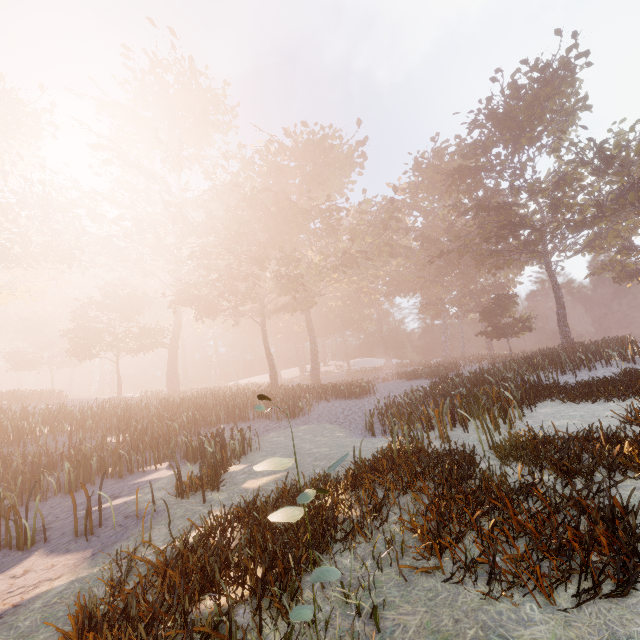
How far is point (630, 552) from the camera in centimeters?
307cm
